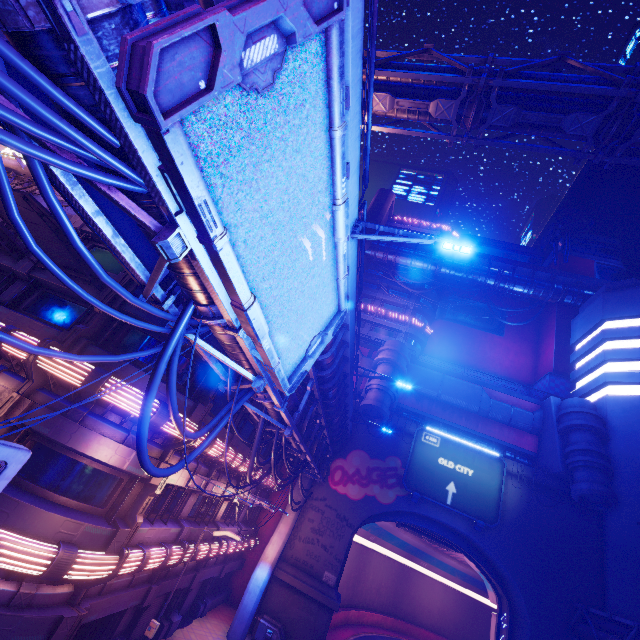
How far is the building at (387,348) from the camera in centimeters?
3023cm

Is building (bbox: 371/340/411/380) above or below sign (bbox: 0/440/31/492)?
above

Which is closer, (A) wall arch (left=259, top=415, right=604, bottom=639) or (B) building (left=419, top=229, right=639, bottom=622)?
(A) wall arch (left=259, top=415, right=604, bottom=639)

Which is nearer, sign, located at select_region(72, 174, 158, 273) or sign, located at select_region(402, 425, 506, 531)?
sign, located at select_region(72, 174, 158, 273)

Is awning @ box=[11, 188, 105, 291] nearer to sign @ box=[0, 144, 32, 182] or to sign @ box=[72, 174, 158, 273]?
sign @ box=[0, 144, 32, 182]

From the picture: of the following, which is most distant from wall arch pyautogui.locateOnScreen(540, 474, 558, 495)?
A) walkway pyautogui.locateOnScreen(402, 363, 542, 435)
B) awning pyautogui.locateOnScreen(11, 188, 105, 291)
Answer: awning pyautogui.locateOnScreen(11, 188, 105, 291)

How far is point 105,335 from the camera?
12.0 meters

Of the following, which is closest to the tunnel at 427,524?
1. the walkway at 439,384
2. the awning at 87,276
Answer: the walkway at 439,384
